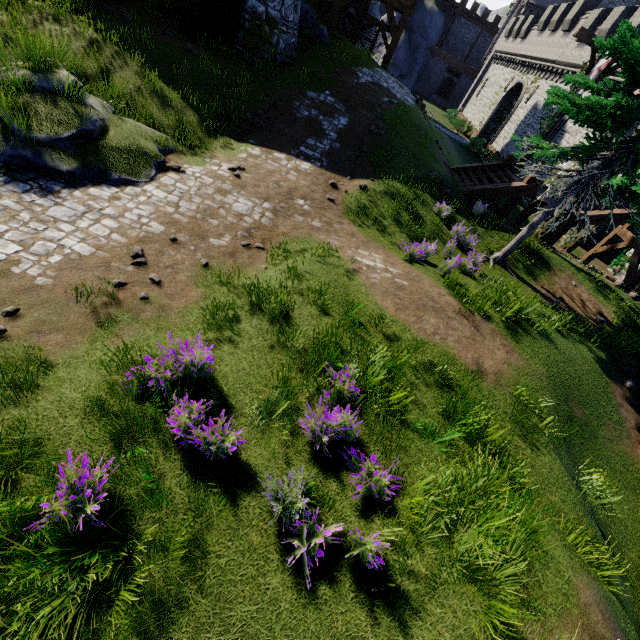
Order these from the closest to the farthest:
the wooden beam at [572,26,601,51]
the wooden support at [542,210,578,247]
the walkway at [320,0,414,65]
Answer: the wooden beam at [572,26,601,51]
the wooden support at [542,210,578,247]
the walkway at [320,0,414,65]

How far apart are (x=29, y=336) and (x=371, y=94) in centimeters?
1652cm

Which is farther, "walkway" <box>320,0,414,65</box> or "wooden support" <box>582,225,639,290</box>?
"walkway" <box>320,0,414,65</box>

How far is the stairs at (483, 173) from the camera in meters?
13.5 m

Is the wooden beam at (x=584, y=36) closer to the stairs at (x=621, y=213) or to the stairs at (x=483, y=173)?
the stairs at (x=621, y=213)

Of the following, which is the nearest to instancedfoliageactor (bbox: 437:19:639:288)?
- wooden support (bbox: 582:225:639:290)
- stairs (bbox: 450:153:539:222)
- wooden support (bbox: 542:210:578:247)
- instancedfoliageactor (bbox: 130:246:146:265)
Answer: stairs (bbox: 450:153:539:222)

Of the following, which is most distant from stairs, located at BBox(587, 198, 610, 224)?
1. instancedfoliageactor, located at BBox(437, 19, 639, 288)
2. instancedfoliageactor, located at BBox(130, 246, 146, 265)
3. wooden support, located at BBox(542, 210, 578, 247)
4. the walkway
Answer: instancedfoliageactor, located at BBox(130, 246, 146, 265)

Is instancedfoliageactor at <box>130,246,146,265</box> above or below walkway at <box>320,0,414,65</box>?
below
